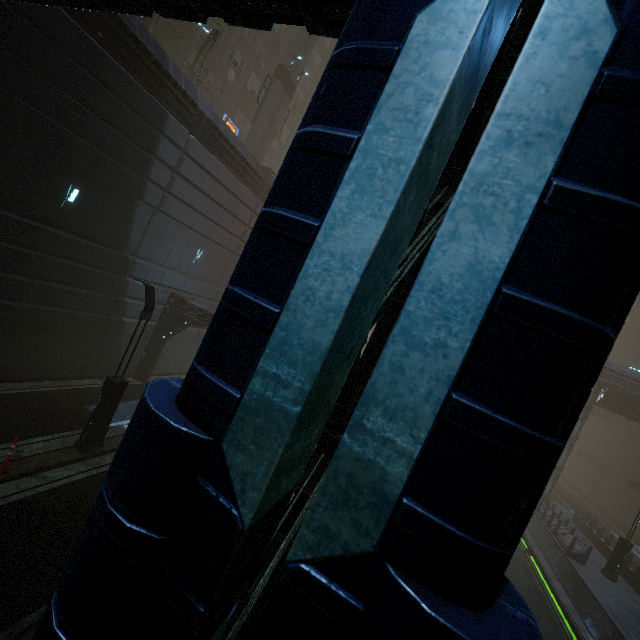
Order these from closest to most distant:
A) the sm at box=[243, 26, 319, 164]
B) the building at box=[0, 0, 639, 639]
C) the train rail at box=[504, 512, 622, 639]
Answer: the building at box=[0, 0, 639, 639] < the train rail at box=[504, 512, 622, 639] < the sm at box=[243, 26, 319, 164]

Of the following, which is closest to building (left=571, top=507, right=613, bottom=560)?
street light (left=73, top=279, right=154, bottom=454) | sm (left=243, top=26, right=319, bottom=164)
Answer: sm (left=243, top=26, right=319, bottom=164)

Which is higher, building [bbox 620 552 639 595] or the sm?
the sm

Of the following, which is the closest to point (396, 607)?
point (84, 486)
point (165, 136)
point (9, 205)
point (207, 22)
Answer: point (84, 486)

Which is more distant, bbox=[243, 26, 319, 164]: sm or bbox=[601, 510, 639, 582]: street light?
bbox=[243, 26, 319, 164]: sm

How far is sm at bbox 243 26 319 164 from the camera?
22.9m

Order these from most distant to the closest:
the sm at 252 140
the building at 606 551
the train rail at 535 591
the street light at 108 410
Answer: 1. the sm at 252 140
2. the building at 606 551
3. the train rail at 535 591
4. the street light at 108 410

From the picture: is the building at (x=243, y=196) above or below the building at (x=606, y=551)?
above
